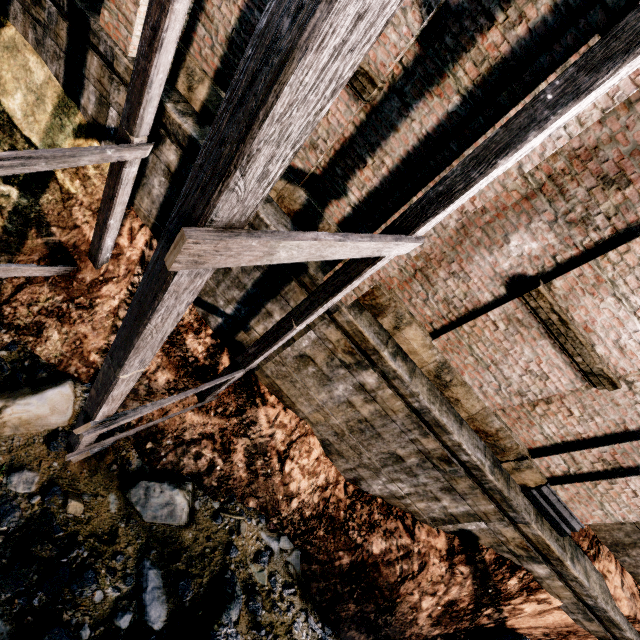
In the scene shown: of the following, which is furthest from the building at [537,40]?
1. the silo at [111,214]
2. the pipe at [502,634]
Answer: the pipe at [502,634]

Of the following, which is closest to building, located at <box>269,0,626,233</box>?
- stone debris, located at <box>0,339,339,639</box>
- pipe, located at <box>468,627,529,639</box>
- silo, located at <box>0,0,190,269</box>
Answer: silo, located at <box>0,0,190,269</box>

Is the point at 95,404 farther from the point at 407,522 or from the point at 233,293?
the point at 407,522

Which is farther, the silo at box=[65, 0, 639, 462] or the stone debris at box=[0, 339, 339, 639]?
the stone debris at box=[0, 339, 339, 639]

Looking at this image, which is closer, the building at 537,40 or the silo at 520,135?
the silo at 520,135

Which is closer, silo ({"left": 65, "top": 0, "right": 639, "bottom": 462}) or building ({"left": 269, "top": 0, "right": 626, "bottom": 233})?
silo ({"left": 65, "top": 0, "right": 639, "bottom": 462})

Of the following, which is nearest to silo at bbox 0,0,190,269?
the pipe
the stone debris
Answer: the stone debris

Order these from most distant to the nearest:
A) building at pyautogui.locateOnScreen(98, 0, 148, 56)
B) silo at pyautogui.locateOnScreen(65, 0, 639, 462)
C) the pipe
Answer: the pipe < building at pyautogui.locateOnScreen(98, 0, 148, 56) < silo at pyautogui.locateOnScreen(65, 0, 639, 462)
